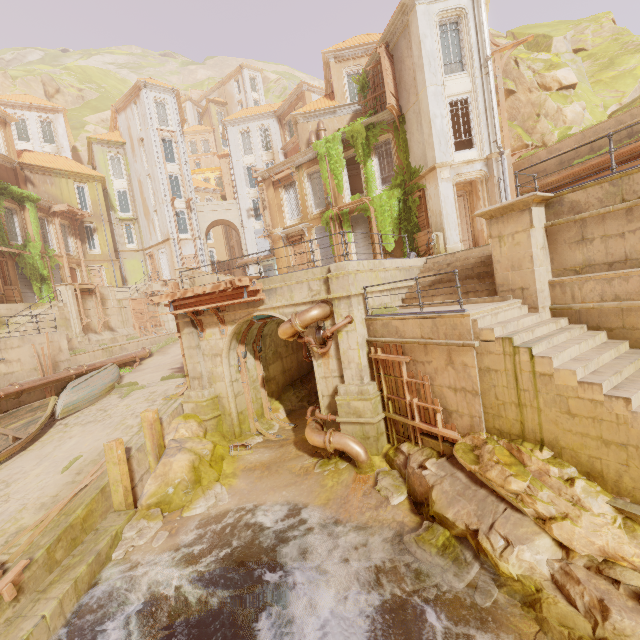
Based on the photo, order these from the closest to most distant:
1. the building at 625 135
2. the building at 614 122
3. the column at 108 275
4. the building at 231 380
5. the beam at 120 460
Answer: the building at 231 380 < the beam at 120 460 < the building at 625 135 < the building at 614 122 < the column at 108 275

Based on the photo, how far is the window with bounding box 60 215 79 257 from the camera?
29.3m

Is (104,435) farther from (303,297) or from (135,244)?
(135,244)

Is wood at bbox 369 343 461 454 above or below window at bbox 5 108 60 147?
below

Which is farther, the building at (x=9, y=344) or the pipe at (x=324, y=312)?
the building at (x=9, y=344)

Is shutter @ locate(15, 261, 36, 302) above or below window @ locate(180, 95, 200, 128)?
below

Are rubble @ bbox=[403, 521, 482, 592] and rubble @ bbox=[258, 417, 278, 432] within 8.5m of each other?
yes

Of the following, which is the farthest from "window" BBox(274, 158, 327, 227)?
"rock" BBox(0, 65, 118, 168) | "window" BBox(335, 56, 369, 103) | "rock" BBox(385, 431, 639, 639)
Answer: "rock" BBox(0, 65, 118, 168)
